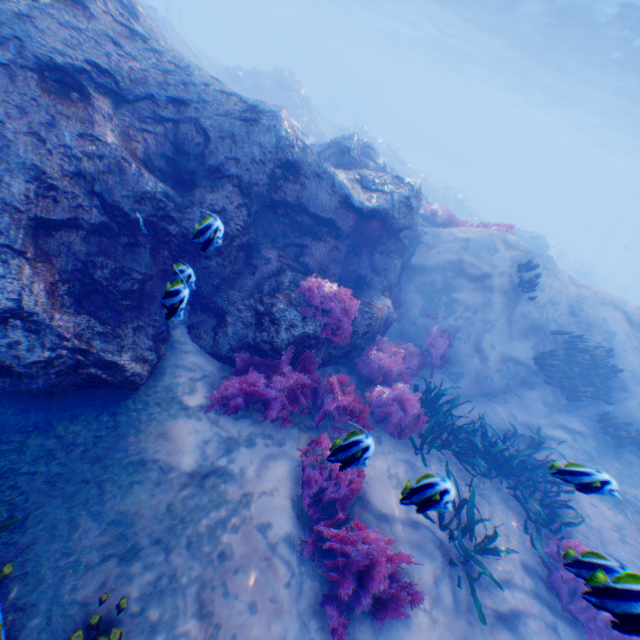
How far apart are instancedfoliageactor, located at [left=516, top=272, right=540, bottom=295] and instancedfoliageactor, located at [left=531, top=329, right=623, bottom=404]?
1.6m

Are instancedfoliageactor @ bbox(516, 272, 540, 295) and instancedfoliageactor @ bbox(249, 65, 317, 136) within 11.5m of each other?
no

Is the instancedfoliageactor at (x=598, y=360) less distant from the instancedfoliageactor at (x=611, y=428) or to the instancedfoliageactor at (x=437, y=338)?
the instancedfoliageactor at (x=611, y=428)

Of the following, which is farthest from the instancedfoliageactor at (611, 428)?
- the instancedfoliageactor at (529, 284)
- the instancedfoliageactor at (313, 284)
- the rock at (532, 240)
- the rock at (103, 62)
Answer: the rock at (532, 240)

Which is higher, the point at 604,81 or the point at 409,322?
the point at 604,81

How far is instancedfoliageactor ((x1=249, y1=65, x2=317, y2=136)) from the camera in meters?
23.7 m

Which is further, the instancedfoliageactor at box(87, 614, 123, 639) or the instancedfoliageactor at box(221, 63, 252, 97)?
the instancedfoliageactor at box(221, 63, 252, 97)

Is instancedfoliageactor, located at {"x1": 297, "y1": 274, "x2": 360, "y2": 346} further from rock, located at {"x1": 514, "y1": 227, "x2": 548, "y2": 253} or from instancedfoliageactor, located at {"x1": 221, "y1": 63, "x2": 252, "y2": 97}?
instancedfoliageactor, located at {"x1": 221, "y1": 63, "x2": 252, "y2": 97}
